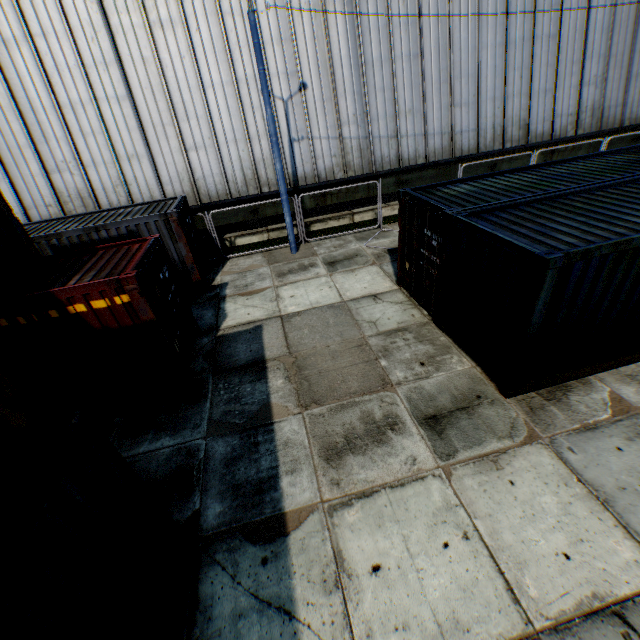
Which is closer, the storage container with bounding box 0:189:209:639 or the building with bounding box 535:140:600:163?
the storage container with bounding box 0:189:209:639

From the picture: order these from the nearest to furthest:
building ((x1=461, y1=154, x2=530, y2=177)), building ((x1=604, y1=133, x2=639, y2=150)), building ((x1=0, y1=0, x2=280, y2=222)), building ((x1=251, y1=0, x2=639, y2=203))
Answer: building ((x1=0, y1=0, x2=280, y2=222)), building ((x1=251, y1=0, x2=639, y2=203)), building ((x1=461, y1=154, x2=530, y2=177)), building ((x1=604, y1=133, x2=639, y2=150))

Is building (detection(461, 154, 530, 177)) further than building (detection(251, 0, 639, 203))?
Yes

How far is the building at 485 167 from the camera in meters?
17.1 m

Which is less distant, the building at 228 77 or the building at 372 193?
the building at 228 77

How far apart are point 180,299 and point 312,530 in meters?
6.7 m
